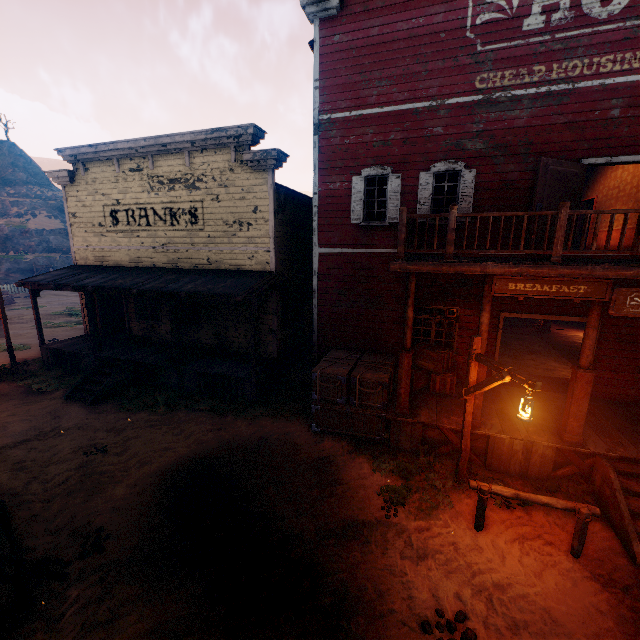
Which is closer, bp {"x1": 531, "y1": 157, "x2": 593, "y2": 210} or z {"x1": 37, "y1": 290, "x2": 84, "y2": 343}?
bp {"x1": 531, "y1": 157, "x2": 593, "y2": 210}

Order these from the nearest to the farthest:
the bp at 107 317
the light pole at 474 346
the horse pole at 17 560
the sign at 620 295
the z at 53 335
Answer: A: the horse pole at 17 560 → the light pole at 474 346 → the sign at 620 295 → the bp at 107 317 → the z at 53 335

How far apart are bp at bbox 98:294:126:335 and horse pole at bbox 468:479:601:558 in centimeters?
1560cm

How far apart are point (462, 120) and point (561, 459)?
8.9m

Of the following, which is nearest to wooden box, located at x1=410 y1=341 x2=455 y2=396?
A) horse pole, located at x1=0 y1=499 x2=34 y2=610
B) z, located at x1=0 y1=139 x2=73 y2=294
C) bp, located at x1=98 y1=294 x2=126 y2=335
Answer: z, located at x1=0 y1=139 x2=73 y2=294

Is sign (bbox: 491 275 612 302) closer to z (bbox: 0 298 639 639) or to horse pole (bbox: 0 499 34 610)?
z (bbox: 0 298 639 639)

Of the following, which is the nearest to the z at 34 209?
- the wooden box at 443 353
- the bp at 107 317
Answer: the wooden box at 443 353

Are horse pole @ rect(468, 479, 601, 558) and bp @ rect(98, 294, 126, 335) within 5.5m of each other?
no
